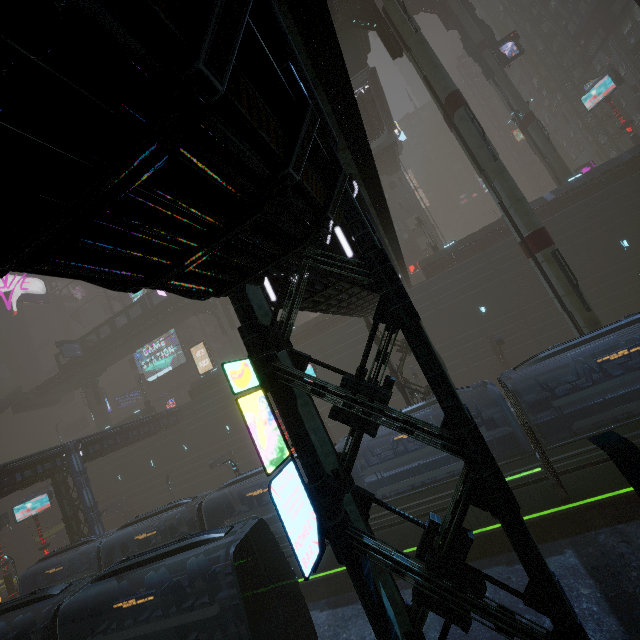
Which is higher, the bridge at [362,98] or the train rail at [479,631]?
the bridge at [362,98]

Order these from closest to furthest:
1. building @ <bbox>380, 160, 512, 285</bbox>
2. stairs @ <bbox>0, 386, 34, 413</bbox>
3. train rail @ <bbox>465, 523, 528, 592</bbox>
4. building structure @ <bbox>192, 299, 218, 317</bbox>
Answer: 1. train rail @ <bbox>465, 523, 528, 592</bbox>
2. building @ <bbox>380, 160, 512, 285</bbox>
3. building structure @ <bbox>192, 299, 218, 317</bbox>
4. stairs @ <bbox>0, 386, 34, 413</bbox>

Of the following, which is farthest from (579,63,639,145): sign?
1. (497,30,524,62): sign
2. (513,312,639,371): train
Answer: (513,312,639,371): train

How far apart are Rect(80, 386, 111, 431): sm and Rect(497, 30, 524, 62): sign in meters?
65.9 m

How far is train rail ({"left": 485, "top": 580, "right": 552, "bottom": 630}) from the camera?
9.5m

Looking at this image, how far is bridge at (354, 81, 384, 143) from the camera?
27.3 meters

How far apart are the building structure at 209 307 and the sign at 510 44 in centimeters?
4082cm

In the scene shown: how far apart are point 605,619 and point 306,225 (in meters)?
13.28
